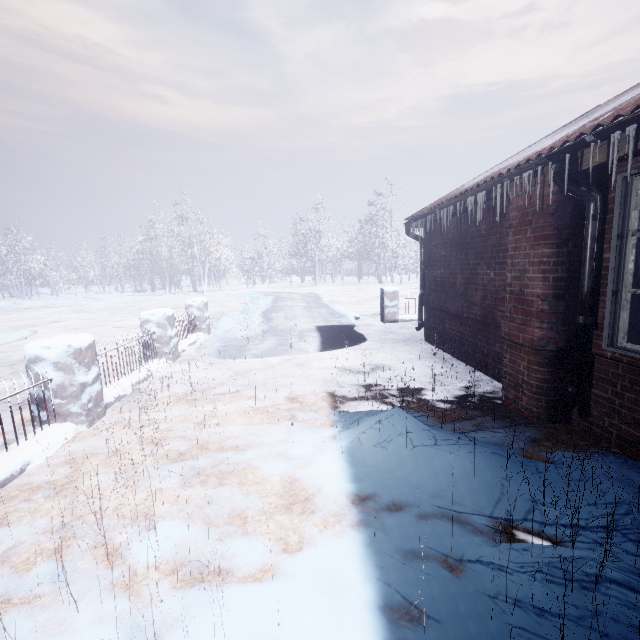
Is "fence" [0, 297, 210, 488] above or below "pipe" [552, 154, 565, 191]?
below

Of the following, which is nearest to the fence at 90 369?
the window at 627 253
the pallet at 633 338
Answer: the window at 627 253

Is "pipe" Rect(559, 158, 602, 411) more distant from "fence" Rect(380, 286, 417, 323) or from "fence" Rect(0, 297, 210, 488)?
"fence" Rect(380, 286, 417, 323)

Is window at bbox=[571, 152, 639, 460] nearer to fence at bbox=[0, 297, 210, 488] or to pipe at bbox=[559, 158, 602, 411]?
pipe at bbox=[559, 158, 602, 411]

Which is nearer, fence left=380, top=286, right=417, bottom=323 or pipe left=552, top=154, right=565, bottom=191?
pipe left=552, top=154, right=565, bottom=191

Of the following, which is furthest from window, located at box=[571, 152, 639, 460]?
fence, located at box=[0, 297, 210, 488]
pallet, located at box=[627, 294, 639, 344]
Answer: fence, located at box=[0, 297, 210, 488]

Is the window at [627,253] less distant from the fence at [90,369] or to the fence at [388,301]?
the fence at [90,369]

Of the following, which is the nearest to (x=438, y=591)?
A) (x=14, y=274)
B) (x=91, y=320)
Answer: (x=91, y=320)
